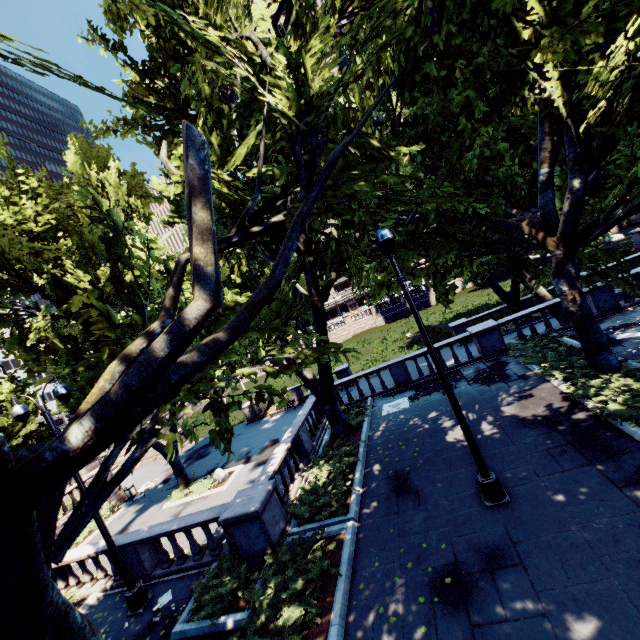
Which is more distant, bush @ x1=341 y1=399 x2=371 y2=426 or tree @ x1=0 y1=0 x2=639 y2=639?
bush @ x1=341 y1=399 x2=371 y2=426

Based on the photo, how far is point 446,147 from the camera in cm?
1262

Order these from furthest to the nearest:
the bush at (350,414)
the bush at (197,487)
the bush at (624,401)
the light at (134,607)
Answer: the bush at (197,487), the bush at (350,414), the light at (134,607), the bush at (624,401)

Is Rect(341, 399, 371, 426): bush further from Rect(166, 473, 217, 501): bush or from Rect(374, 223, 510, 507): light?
Rect(166, 473, 217, 501): bush

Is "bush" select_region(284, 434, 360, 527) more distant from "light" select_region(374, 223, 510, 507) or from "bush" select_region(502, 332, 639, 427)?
"bush" select_region(502, 332, 639, 427)

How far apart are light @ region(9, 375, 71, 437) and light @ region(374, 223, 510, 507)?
9.7m

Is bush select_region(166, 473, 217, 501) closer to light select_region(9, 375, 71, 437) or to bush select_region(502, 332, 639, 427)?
light select_region(9, 375, 71, 437)

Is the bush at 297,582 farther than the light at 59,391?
No
